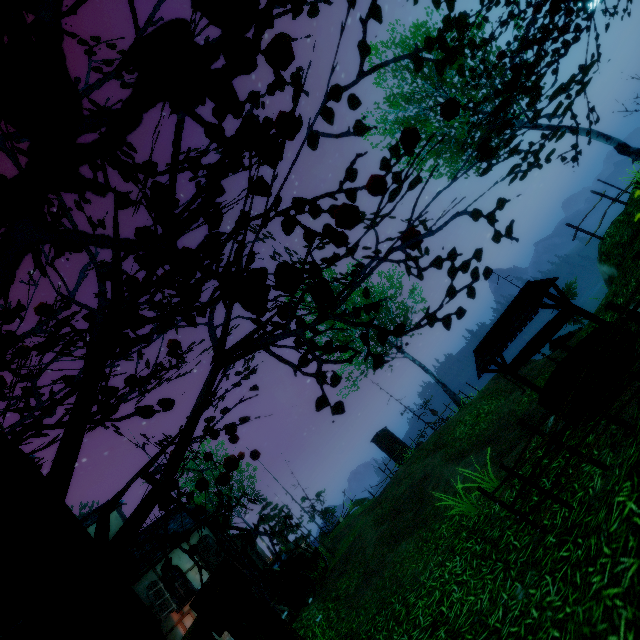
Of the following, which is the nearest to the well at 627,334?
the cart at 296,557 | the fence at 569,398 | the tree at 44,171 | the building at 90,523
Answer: the fence at 569,398

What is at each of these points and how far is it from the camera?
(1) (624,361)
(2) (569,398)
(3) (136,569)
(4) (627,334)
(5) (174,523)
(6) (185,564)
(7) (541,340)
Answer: (1) well, 4.0 meters
(2) fence, 3.1 meters
(3) building, 13.0 meters
(4) well, 4.2 meters
(5) building, 15.8 meters
(6) building, 13.7 meters
(7) well, 4.9 meters

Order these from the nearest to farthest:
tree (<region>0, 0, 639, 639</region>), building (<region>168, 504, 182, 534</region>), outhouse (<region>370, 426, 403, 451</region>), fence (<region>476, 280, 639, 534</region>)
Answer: tree (<region>0, 0, 639, 639</region>)
fence (<region>476, 280, 639, 534</region>)
building (<region>168, 504, 182, 534</region>)
outhouse (<region>370, 426, 403, 451</region>)

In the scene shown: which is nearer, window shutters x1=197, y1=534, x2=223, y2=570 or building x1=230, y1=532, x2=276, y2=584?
window shutters x1=197, y1=534, x2=223, y2=570

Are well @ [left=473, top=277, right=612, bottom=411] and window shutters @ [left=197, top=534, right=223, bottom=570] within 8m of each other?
no

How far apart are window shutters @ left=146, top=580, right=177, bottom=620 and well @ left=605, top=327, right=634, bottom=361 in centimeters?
1465cm

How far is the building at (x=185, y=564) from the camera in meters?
13.4

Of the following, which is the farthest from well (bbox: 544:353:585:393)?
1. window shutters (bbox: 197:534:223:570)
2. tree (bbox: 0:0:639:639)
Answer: window shutters (bbox: 197:534:223:570)
